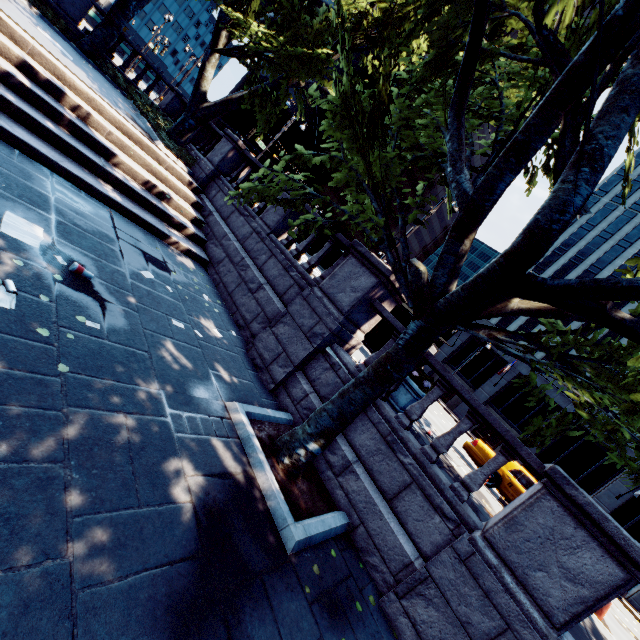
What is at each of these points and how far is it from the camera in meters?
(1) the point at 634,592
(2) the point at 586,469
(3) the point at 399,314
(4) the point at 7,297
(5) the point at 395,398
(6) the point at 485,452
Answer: (1) building, 24.0 m
(2) building, 28.2 m
(3) bus stop, 11.8 m
(4) instancedfoliageactor, 3.7 m
(5) planter, 7.6 m
(6) vehicle, 12.1 m

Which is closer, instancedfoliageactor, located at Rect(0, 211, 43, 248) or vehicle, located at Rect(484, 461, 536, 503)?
instancedfoliageactor, located at Rect(0, 211, 43, 248)

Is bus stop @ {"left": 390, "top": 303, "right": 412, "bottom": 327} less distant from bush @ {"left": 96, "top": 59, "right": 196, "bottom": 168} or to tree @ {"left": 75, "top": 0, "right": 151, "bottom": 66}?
tree @ {"left": 75, "top": 0, "right": 151, "bottom": 66}

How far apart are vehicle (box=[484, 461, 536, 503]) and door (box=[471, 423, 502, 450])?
22.1 meters

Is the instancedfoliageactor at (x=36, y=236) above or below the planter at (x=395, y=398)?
below

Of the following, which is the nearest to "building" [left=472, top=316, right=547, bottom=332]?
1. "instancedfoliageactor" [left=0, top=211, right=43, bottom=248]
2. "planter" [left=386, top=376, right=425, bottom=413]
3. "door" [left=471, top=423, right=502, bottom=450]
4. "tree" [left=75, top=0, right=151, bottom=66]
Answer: "door" [left=471, top=423, right=502, bottom=450]

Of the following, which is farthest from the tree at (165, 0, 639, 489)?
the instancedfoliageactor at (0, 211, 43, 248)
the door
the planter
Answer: the door

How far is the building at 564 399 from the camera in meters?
29.6 m
